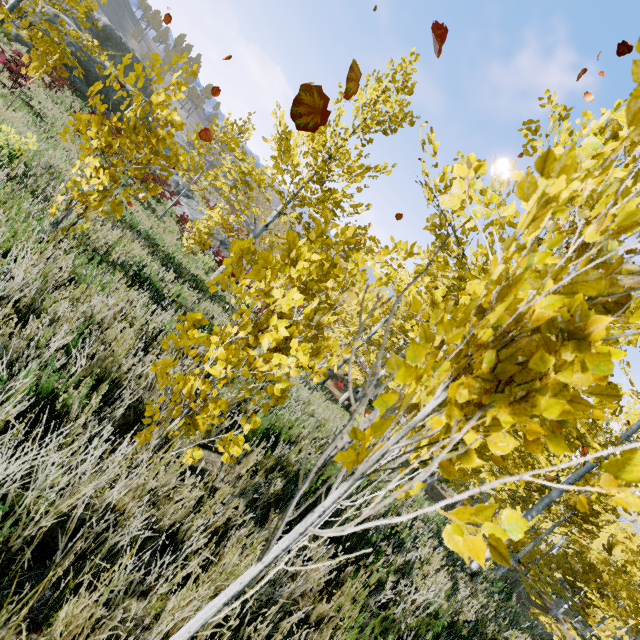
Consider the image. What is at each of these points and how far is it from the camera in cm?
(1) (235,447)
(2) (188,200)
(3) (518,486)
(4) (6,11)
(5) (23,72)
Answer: (1) instancedfoliageactor, 165
(2) rock, 2530
(3) instancedfoliageactor, 2412
(4) instancedfoliageactor, 505
(5) instancedfoliageactor, 789

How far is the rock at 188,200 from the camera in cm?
2300

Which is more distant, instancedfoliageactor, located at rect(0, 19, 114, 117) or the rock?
the rock

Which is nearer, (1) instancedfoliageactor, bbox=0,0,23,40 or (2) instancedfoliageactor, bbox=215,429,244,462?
(2) instancedfoliageactor, bbox=215,429,244,462

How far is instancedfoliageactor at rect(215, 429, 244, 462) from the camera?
1.6 meters

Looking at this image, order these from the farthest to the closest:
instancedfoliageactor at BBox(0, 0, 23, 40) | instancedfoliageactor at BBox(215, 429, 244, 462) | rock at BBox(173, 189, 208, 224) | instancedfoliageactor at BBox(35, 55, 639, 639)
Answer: rock at BBox(173, 189, 208, 224)
instancedfoliageactor at BBox(0, 0, 23, 40)
instancedfoliageactor at BBox(215, 429, 244, 462)
instancedfoliageactor at BBox(35, 55, 639, 639)

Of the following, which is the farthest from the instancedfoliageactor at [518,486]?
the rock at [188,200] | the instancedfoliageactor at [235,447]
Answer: the rock at [188,200]

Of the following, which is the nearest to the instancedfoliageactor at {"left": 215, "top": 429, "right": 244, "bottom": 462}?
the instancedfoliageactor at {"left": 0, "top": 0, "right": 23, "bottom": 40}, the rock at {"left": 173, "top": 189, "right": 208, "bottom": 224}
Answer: the instancedfoliageactor at {"left": 0, "top": 0, "right": 23, "bottom": 40}
